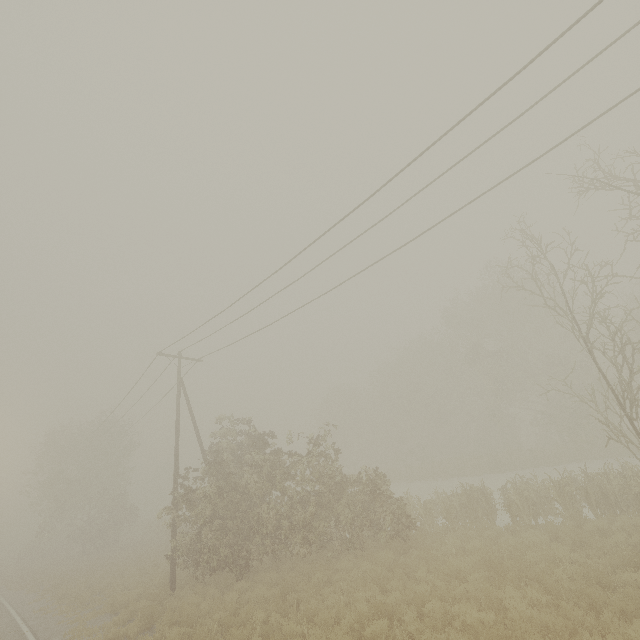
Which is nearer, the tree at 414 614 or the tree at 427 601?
the tree at 414 614

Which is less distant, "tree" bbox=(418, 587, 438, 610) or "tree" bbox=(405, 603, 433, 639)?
"tree" bbox=(405, 603, 433, 639)

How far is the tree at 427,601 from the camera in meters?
8.2 m

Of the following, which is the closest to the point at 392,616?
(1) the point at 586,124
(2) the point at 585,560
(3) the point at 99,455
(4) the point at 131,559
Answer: (2) the point at 585,560

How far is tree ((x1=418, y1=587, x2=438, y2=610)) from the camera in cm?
824

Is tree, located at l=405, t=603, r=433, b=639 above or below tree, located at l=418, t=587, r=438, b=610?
below
